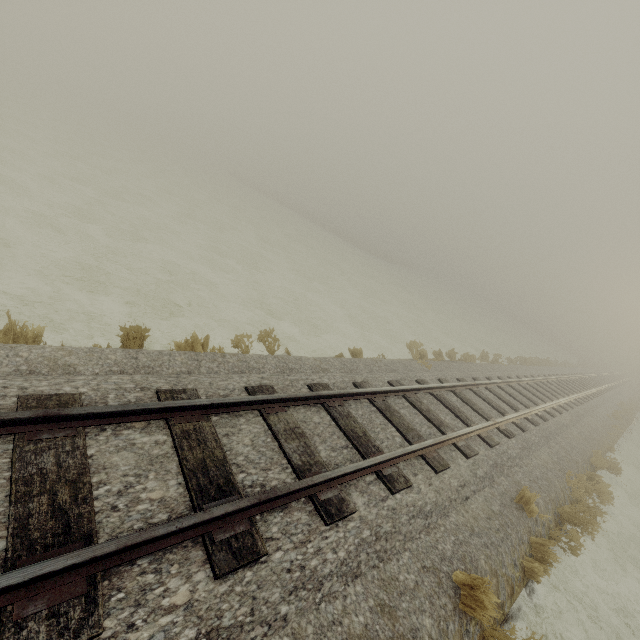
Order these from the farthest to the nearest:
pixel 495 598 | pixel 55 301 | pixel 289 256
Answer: pixel 289 256 → pixel 55 301 → pixel 495 598
